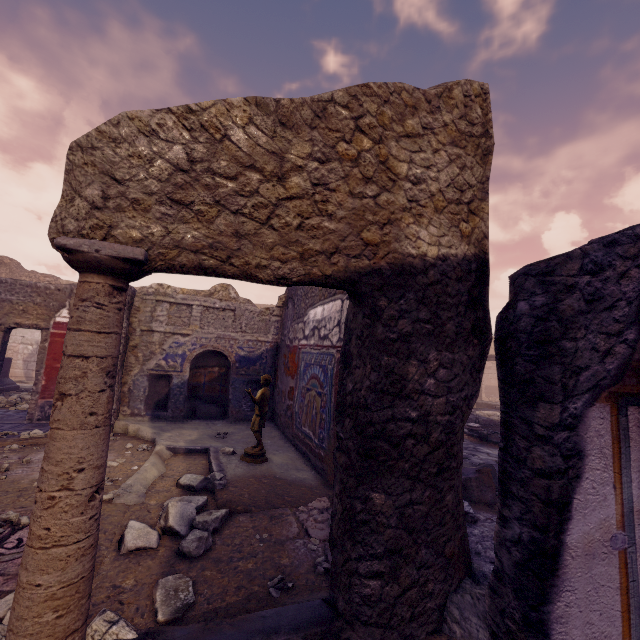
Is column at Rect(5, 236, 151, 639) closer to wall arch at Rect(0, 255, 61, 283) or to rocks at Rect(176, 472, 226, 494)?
rocks at Rect(176, 472, 226, 494)

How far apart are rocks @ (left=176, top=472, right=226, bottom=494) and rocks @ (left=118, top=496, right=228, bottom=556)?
0.3 meters

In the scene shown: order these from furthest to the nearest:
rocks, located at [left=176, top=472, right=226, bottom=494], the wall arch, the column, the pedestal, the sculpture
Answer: the wall arch → the pedestal → the sculpture → rocks, located at [left=176, top=472, right=226, bottom=494] → the column

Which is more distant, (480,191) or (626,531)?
(480,191)

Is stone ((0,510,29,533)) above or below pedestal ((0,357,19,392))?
above

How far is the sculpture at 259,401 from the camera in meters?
4.6 m

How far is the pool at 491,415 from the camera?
10.7 meters

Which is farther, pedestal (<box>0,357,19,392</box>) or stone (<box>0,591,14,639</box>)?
pedestal (<box>0,357,19,392</box>)
